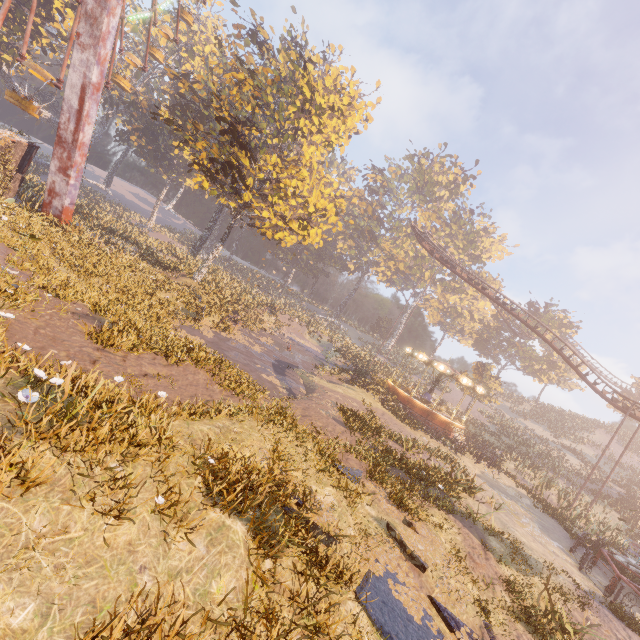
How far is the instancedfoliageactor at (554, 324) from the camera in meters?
51.8 m

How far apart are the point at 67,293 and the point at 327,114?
20.03m

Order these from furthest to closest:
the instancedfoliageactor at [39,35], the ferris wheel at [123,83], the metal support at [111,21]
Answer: the instancedfoliageactor at [39,35] → the ferris wheel at [123,83] → the metal support at [111,21]

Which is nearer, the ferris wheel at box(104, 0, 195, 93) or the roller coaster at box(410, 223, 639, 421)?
the ferris wheel at box(104, 0, 195, 93)

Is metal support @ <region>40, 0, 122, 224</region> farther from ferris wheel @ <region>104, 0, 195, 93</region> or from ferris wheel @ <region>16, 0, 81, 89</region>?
ferris wheel @ <region>104, 0, 195, 93</region>

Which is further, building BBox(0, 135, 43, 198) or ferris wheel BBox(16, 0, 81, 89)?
ferris wheel BBox(16, 0, 81, 89)

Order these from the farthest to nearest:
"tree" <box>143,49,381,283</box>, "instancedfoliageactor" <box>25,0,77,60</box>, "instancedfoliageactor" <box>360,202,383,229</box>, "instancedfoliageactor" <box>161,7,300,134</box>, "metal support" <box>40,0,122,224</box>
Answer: "instancedfoliageactor" <box>360,202,383,229</box> < "instancedfoliageactor" <box>25,0,77,60</box> < "instancedfoliageactor" <box>161,7,300,134</box> < "tree" <box>143,49,381,283</box> < "metal support" <box>40,0,122,224</box>

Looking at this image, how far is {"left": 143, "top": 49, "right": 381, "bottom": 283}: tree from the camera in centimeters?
1992cm
